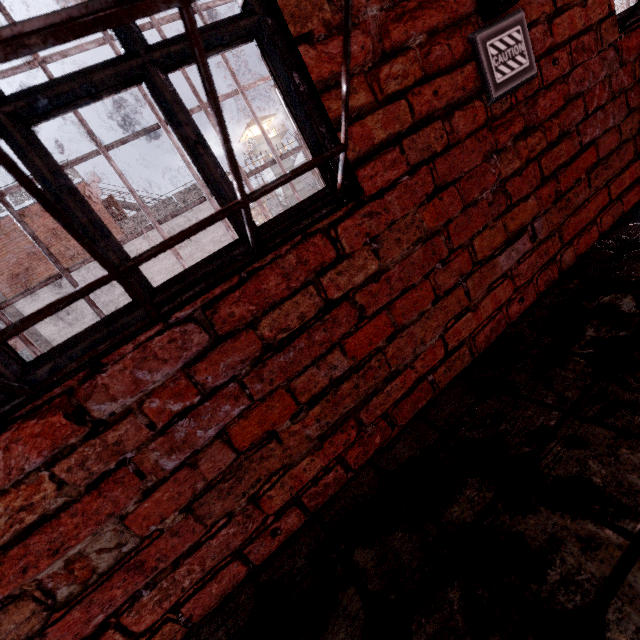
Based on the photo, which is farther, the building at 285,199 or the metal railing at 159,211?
the building at 285,199

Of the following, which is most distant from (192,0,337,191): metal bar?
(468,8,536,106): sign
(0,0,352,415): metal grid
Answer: (468,8,536,106): sign

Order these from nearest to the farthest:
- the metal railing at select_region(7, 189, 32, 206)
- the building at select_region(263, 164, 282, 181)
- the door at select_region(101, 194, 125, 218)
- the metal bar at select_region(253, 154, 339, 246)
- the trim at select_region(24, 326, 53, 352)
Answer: the metal bar at select_region(253, 154, 339, 246), the metal railing at select_region(7, 189, 32, 206), the trim at select_region(24, 326, 53, 352), the door at select_region(101, 194, 125, 218), the building at select_region(263, 164, 282, 181)

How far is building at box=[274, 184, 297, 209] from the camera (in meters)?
55.62

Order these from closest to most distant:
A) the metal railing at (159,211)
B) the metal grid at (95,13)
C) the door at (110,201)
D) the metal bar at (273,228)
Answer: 1. the metal grid at (95,13)
2. the metal bar at (273,228)
3. the door at (110,201)
4. the metal railing at (159,211)

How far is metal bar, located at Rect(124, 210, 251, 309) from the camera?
0.8m

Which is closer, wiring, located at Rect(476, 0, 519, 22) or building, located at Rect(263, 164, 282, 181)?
wiring, located at Rect(476, 0, 519, 22)

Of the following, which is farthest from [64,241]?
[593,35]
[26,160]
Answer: [593,35]
